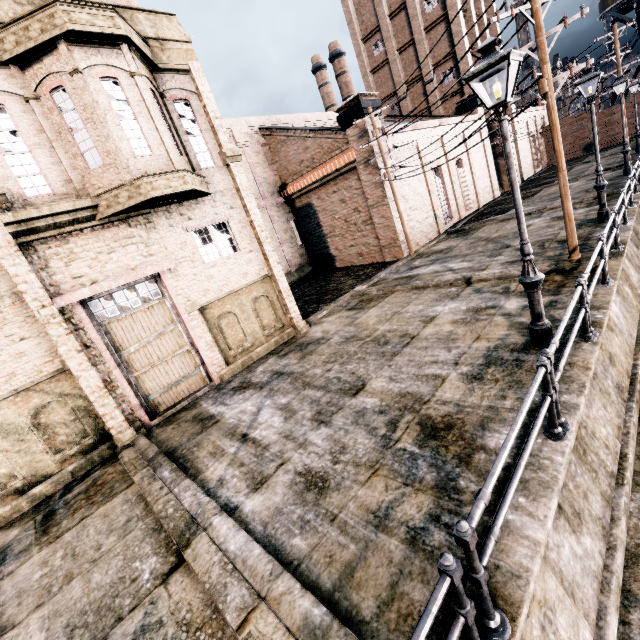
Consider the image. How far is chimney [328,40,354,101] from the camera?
55.86m

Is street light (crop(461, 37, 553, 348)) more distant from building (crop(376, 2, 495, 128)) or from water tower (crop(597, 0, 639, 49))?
water tower (crop(597, 0, 639, 49))

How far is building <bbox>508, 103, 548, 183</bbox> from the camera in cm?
3878

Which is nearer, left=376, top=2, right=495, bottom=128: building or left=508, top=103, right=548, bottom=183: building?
Answer: left=376, top=2, right=495, bottom=128: building

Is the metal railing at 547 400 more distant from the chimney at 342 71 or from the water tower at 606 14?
the chimney at 342 71

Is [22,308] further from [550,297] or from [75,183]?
[550,297]

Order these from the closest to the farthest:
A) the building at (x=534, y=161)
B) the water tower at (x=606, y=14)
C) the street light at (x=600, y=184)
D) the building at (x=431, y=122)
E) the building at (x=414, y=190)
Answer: the street light at (x=600, y=184) < the building at (x=431, y=122) < the building at (x=414, y=190) < the water tower at (x=606, y=14) < the building at (x=534, y=161)

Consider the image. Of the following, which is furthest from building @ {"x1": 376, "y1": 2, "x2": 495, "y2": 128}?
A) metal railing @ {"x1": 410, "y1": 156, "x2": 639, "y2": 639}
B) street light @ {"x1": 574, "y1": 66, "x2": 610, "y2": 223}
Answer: metal railing @ {"x1": 410, "y1": 156, "x2": 639, "y2": 639}
